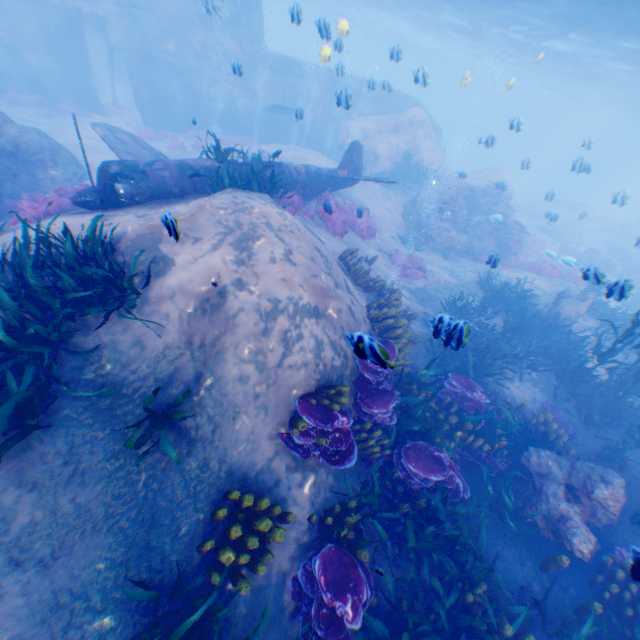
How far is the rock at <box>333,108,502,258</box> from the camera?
18.56m

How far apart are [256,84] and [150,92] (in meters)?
7.51

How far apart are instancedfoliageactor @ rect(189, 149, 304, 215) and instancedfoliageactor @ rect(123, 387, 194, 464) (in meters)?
5.79

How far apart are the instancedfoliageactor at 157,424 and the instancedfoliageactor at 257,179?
5.8 meters

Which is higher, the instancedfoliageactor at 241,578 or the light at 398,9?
the light at 398,9

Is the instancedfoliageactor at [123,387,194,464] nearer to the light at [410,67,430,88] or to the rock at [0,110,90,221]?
the rock at [0,110,90,221]

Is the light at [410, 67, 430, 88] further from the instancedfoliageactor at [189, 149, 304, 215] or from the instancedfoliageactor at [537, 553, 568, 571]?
the instancedfoliageactor at [537, 553, 568, 571]

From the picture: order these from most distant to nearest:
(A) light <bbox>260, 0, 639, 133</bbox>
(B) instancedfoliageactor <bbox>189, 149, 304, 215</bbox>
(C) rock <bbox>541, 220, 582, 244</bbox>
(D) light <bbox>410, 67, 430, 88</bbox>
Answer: (C) rock <bbox>541, 220, 582, 244</bbox>
(A) light <bbox>260, 0, 639, 133</bbox>
(D) light <bbox>410, 67, 430, 88</bbox>
(B) instancedfoliageactor <bbox>189, 149, 304, 215</bbox>
